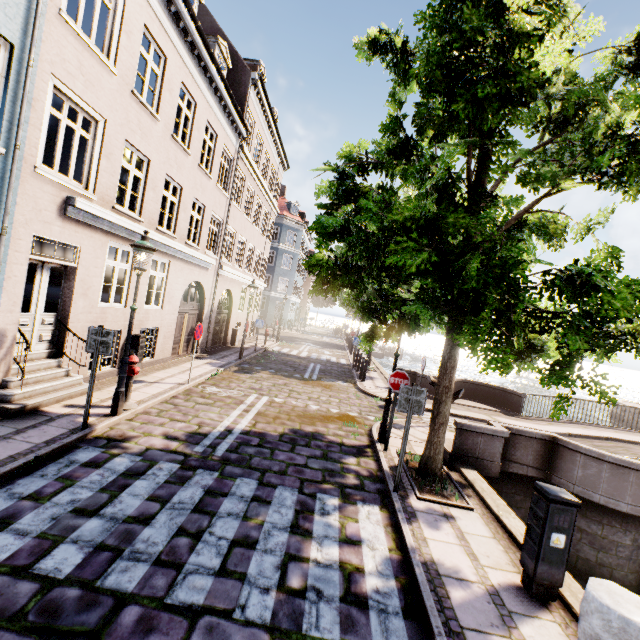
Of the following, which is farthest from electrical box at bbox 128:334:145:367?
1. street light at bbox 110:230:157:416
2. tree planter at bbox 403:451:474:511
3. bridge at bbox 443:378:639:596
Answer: bridge at bbox 443:378:639:596

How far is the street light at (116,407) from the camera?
6.7 meters

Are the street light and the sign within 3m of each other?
yes

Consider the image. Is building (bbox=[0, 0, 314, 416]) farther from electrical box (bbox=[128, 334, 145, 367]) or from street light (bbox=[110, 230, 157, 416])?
electrical box (bbox=[128, 334, 145, 367])

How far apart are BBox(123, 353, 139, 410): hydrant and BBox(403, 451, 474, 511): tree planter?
6.1m

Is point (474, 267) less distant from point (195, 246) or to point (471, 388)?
point (195, 246)

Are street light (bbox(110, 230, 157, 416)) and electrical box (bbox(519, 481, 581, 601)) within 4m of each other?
no

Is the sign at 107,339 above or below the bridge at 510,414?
above
